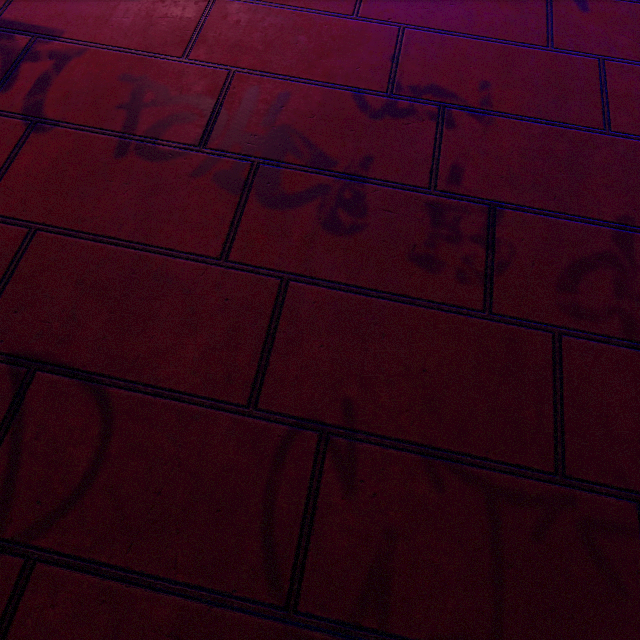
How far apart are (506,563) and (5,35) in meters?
3.0
